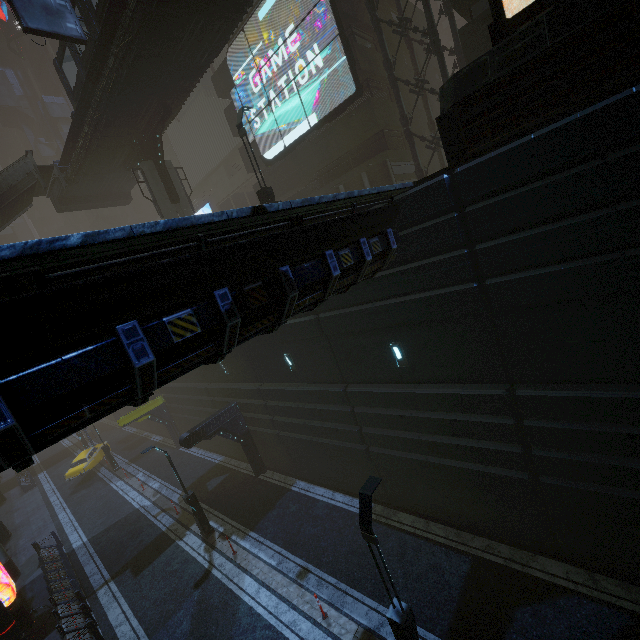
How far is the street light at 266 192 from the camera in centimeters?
1500cm

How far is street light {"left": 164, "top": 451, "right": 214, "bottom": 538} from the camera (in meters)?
15.80

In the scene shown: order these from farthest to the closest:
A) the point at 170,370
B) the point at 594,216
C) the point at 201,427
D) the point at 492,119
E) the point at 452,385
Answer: the point at 201,427, the point at 452,385, the point at 492,119, the point at 594,216, the point at 170,370

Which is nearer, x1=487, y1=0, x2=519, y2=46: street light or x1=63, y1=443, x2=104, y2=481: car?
x1=487, y1=0, x2=519, y2=46: street light

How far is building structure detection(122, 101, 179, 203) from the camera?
19.6 meters

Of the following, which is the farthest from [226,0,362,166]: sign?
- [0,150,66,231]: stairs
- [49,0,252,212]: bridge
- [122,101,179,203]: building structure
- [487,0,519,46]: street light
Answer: [0,150,66,231]: stairs

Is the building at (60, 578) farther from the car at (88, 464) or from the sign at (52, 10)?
the car at (88, 464)

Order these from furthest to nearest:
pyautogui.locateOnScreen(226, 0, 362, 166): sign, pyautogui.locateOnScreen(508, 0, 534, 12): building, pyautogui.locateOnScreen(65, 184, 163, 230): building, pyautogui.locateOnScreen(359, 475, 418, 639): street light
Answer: pyautogui.locateOnScreen(65, 184, 163, 230): building < pyautogui.locateOnScreen(226, 0, 362, 166): sign < pyautogui.locateOnScreen(508, 0, 534, 12): building < pyautogui.locateOnScreen(359, 475, 418, 639): street light
